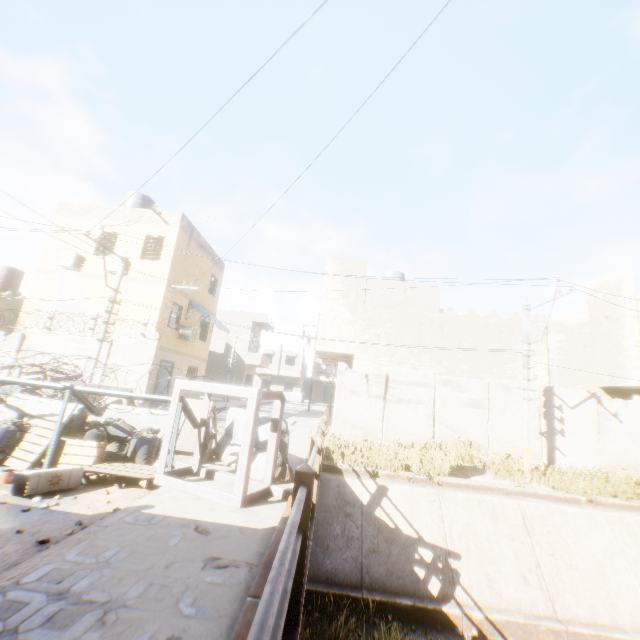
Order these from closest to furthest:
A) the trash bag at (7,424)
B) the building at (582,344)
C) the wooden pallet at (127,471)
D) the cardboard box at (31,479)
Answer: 1. the cardboard box at (31,479)
2. the wooden pallet at (127,471)
3. the trash bag at (7,424)
4. the building at (582,344)

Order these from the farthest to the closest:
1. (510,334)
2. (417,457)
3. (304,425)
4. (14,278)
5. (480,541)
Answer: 1. (14,278)
2. (304,425)
3. (510,334)
4. (417,457)
5. (480,541)

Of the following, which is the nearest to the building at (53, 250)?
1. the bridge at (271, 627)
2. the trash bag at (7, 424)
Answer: the bridge at (271, 627)

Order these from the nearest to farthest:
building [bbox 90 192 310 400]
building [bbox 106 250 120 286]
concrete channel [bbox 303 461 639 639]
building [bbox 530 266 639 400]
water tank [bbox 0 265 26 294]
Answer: concrete channel [bbox 303 461 639 639] → building [bbox 530 266 639 400] → building [bbox 106 250 120 286] → building [bbox 90 192 310 400] → water tank [bbox 0 265 26 294]

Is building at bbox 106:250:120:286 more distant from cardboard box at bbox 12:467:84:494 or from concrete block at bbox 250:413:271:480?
cardboard box at bbox 12:467:84:494

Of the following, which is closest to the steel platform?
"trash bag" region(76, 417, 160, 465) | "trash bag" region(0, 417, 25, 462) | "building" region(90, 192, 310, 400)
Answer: "trash bag" region(76, 417, 160, 465)

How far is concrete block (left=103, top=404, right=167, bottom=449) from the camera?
6.9m

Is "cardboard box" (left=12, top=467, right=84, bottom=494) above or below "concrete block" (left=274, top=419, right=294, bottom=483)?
below
